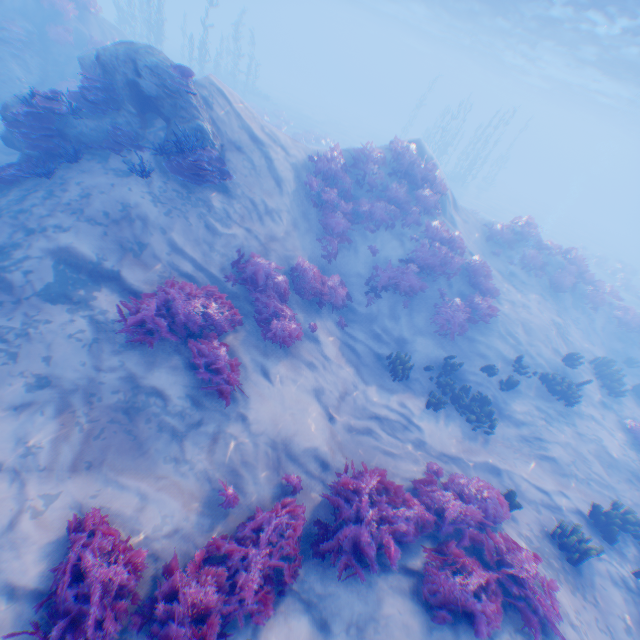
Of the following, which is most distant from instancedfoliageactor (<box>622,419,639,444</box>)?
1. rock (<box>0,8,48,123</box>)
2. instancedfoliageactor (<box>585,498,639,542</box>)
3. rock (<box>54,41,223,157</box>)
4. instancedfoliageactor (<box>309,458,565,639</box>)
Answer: rock (<box>0,8,48,123</box>)

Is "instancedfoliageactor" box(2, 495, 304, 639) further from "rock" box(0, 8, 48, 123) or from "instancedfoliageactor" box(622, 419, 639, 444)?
"rock" box(0, 8, 48, 123)

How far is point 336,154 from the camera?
12.5 meters

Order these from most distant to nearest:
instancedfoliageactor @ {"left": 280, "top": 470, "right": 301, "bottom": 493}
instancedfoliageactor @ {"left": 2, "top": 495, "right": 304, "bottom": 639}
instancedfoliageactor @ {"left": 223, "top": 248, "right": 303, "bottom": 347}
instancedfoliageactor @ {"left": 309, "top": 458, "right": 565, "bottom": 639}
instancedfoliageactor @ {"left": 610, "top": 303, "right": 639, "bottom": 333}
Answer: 1. instancedfoliageactor @ {"left": 610, "top": 303, "right": 639, "bottom": 333}
2. instancedfoliageactor @ {"left": 223, "top": 248, "right": 303, "bottom": 347}
3. instancedfoliageactor @ {"left": 280, "top": 470, "right": 301, "bottom": 493}
4. instancedfoliageactor @ {"left": 309, "top": 458, "right": 565, "bottom": 639}
5. instancedfoliageactor @ {"left": 2, "top": 495, "right": 304, "bottom": 639}

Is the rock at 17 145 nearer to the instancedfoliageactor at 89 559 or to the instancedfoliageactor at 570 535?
the instancedfoliageactor at 89 559

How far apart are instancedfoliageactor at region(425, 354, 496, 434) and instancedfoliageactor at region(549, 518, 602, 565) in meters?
3.3

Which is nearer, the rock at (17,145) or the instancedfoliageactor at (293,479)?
the instancedfoliageactor at (293,479)

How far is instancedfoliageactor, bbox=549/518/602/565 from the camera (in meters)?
7.05
